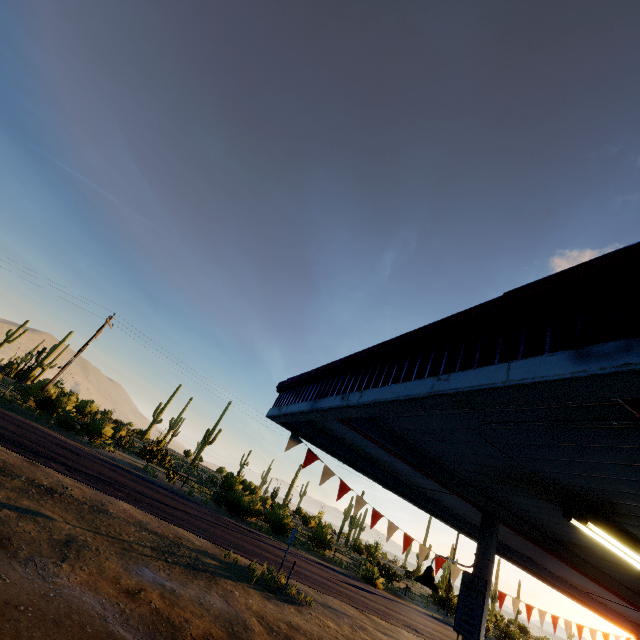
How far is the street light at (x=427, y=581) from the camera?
5.6m

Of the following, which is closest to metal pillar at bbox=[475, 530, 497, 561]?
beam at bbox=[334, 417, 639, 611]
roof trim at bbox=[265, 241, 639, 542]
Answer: beam at bbox=[334, 417, 639, 611]

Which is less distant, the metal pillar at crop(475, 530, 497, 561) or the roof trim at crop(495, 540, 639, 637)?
the metal pillar at crop(475, 530, 497, 561)

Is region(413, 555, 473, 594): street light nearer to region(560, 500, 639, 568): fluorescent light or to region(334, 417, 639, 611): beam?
region(334, 417, 639, 611): beam

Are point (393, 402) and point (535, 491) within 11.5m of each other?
yes

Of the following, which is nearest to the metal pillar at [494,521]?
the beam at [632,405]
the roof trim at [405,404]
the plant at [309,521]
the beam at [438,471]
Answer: the beam at [438,471]

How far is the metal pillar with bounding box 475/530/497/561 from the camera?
5.2m

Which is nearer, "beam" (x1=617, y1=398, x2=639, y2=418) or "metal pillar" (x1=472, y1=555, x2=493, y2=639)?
"beam" (x1=617, y1=398, x2=639, y2=418)
